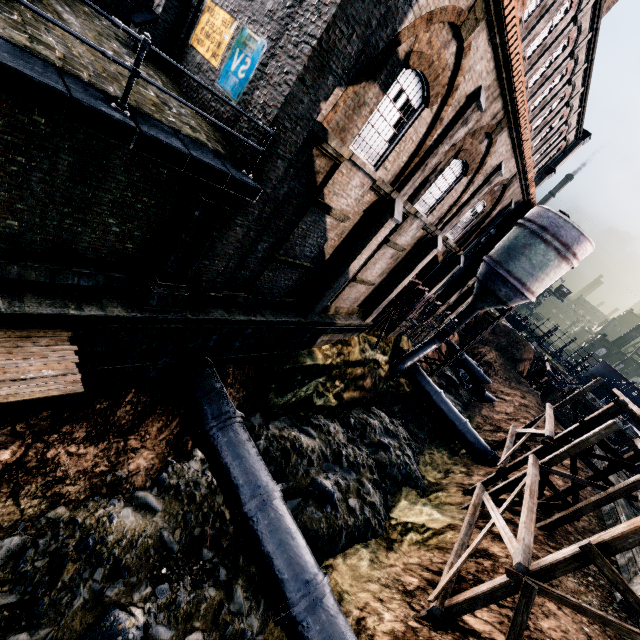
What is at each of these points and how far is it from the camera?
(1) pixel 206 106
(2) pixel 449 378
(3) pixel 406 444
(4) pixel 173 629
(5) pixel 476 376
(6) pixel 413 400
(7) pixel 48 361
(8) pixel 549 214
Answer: (1) building, 10.2m
(2) stone debris, 37.6m
(3) stone debris, 22.7m
(4) stone debris, 8.5m
(5) pipe, 41.9m
(6) stone debris, 28.8m
(7) wooden platform, 7.4m
(8) silo, 22.1m

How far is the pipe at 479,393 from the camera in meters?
36.0

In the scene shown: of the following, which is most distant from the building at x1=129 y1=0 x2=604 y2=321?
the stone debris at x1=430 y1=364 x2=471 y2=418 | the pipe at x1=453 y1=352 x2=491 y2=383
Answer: the stone debris at x1=430 y1=364 x2=471 y2=418

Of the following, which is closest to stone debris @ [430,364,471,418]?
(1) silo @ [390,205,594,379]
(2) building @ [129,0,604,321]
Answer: (1) silo @ [390,205,594,379]

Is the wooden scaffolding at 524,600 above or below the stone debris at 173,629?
above

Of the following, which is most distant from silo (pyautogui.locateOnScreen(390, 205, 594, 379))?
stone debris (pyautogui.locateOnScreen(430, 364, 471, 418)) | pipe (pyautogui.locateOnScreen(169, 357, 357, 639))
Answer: pipe (pyautogui.locateOnScreen(169, 357, 357, 639))

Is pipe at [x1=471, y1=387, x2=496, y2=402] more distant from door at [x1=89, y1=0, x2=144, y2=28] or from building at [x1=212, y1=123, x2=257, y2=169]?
door at [x1=89, y1=0, x2=144, y2=28]

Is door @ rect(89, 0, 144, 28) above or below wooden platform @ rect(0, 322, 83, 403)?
above
